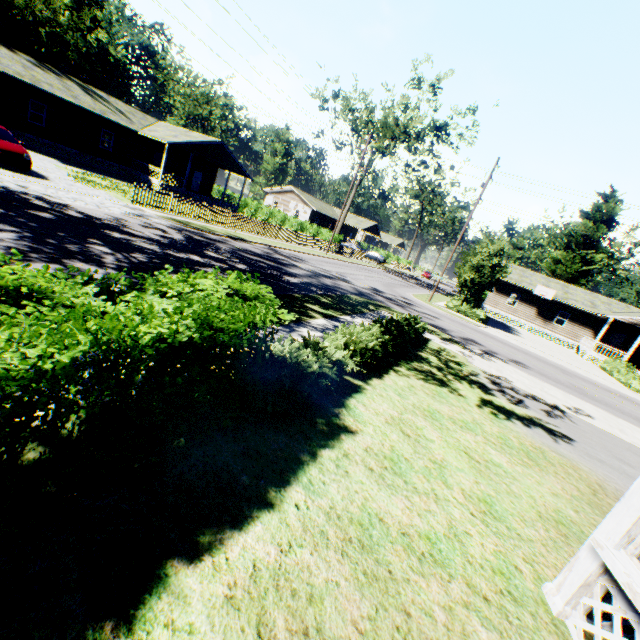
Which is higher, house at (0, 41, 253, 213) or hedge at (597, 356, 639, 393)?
house at (0, 41, 253, 213)

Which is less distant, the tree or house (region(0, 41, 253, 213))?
house (region(0, 41, 253, 213))

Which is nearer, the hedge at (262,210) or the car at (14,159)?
the car at (14,159)

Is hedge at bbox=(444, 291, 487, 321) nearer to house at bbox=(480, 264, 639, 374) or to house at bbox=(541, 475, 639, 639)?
house at bbox=(480, 264, 639, 374)

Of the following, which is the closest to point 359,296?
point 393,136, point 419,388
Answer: point 419,388

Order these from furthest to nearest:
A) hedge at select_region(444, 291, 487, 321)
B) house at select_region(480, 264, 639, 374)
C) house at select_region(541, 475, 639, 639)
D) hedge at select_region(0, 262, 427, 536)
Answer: house at select_region(480, 264, 639, 374) → hedge at select_region(444, 291, 487, 321) → house at select_region(541, 475, 639, 639) → hedge at select_region(0, 262, 427, 536)

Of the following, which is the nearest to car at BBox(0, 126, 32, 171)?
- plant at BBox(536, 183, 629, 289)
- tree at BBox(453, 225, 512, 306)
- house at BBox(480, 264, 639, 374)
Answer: tree at BBox(453, 225, 512, 306)

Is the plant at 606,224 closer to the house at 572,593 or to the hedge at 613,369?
the house at 572,593
